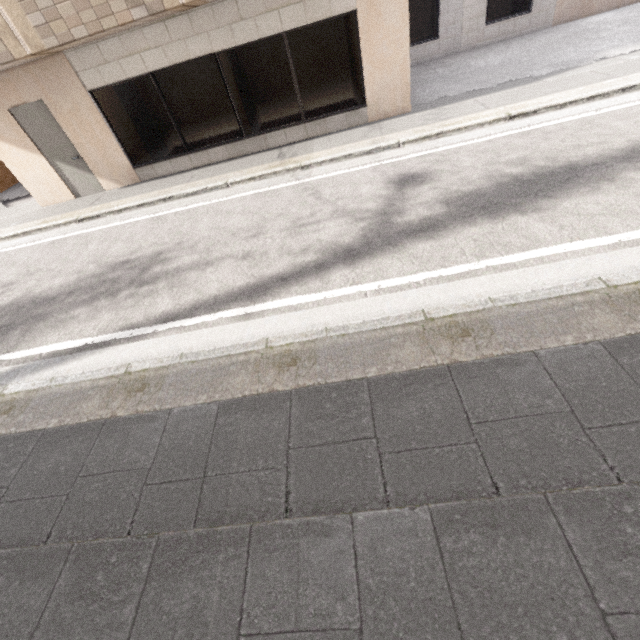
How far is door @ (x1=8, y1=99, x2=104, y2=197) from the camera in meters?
7.3

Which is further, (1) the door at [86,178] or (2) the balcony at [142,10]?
(1) the door at [86,178]

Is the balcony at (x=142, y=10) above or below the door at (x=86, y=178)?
above

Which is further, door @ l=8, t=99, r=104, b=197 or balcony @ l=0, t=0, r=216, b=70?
door @ l=8, t=99, r=104, b=197

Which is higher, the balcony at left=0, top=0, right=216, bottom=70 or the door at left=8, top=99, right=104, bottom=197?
the balcony at left=0, top=0, right=216, bottom=70

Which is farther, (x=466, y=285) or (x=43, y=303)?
(x=43, y=303)
